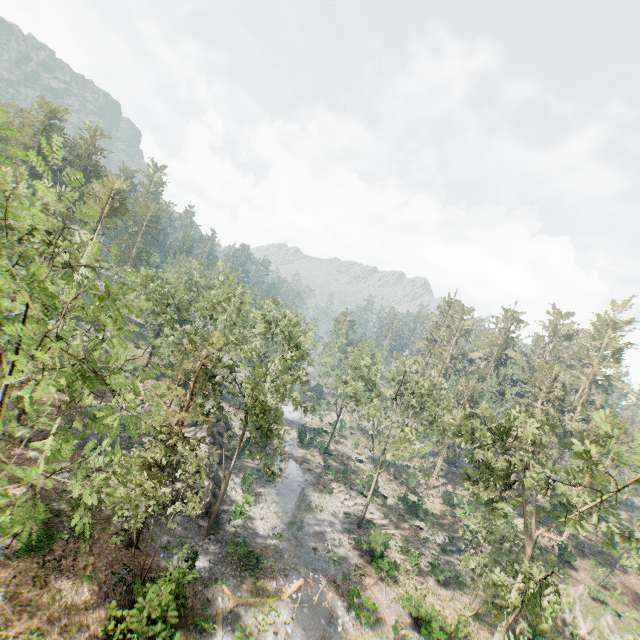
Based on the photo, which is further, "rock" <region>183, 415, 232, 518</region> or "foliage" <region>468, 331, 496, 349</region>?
"foliage" <region>468, 331, 496, 349</region>

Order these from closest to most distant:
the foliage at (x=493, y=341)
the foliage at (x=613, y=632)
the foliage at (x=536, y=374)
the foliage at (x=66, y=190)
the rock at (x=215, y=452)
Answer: the foliage at (x=66, y=190)
the foliage at (x=536, y=374)
the rock at (x=215, y=452)
the foliage at (x=613, y=632)
the foliage at (x=493, y=341)

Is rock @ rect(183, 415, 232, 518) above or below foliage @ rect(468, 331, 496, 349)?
below

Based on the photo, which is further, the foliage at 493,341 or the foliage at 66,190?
the foliage at 493,341

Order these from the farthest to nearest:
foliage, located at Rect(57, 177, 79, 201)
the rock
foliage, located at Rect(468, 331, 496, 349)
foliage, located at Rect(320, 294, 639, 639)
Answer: foliage, located at Rect(468, 331, 496, 349)
the rock
foliage, located at Rect(320, 294, 639, 639)
foliage, located at Rect(57, 177, 79, 201)

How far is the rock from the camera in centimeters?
2773cm

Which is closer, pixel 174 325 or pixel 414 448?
pixel 174 325

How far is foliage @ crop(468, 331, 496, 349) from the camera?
58.9m
